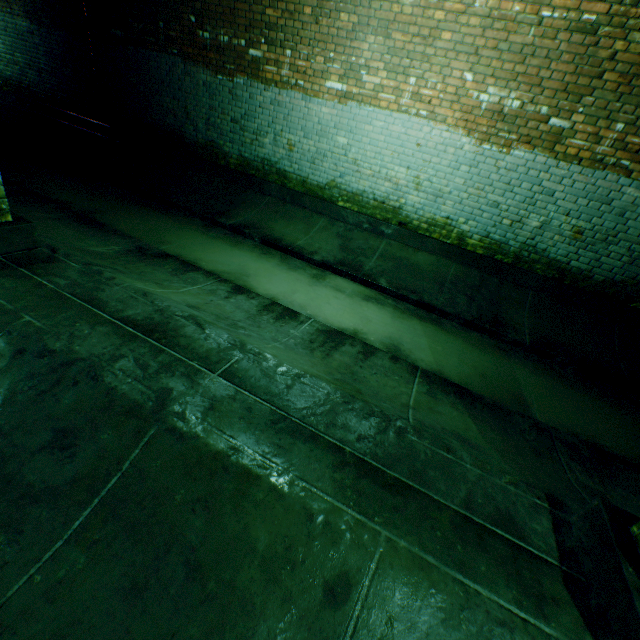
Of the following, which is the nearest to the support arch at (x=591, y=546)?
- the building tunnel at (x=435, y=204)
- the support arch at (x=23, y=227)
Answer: the building tunnel at (x=435, y=204)

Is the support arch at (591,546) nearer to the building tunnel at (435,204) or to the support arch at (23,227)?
the building tunnel at (435,204)

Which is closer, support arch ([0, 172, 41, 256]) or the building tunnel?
the building tunnel

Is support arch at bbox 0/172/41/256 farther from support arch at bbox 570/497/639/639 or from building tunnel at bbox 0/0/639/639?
support arch at bbox 570/497/639/639

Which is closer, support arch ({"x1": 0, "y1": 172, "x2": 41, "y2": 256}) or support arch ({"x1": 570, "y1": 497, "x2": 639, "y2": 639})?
support arch ({"x1": 570, "y1": 497, "x2": 639, "y2": 639})

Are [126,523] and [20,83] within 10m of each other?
no

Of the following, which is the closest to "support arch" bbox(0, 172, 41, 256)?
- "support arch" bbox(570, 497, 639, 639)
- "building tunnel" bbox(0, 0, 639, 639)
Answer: "building tunnel" bbox(0, 0, 639, 639)
